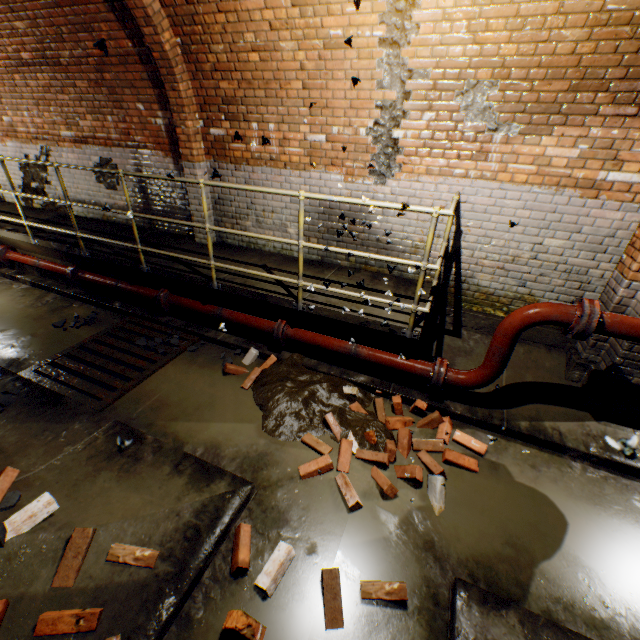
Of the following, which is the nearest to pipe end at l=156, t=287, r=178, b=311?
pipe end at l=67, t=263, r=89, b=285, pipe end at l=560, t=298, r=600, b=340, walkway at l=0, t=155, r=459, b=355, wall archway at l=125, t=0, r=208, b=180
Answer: walkway at l=0, t=155, r=459, b=355

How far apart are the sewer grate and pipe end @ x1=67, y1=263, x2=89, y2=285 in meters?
1.3

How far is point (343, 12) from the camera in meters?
3.2 m

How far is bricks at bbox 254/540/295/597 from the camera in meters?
2.2 m

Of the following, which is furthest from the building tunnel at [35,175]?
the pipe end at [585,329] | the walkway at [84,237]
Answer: the pipe end at [585,329]

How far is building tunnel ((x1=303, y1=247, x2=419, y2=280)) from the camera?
4.56m

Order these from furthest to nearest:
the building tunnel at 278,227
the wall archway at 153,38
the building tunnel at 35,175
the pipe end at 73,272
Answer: the building tunnel at 35,175
the pipe end at 73,272
the building tunnel at 278,227
the wall archway at 153,38
